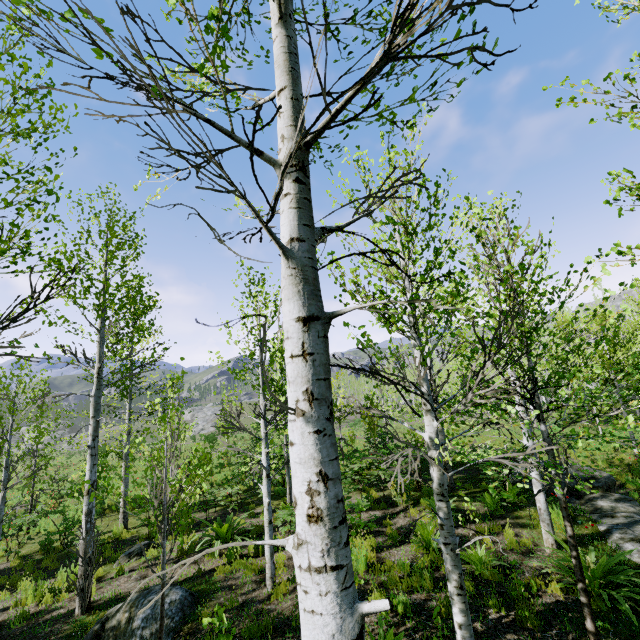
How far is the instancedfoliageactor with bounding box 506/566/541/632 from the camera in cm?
487

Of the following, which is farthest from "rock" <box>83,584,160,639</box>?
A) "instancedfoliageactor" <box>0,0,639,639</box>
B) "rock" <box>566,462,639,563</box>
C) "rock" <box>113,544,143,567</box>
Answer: "rock" <box>566,462,639,563</box>

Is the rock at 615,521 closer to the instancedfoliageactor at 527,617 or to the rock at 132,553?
the instancedfoliageactor at 527,617

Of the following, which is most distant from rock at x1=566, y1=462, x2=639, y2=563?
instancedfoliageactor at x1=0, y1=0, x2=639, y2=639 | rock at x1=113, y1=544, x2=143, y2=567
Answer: rock at x1=113, y1=544, x2=143, y2=567

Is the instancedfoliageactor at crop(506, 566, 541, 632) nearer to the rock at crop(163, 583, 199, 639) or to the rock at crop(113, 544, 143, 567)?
the rock at crop(163, 583, 199, 639)

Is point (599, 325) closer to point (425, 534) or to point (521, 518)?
point (425, 534)

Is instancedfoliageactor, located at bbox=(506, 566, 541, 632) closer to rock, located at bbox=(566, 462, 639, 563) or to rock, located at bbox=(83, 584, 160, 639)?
rock, located at bbox=(566, 462, 639, 563)
